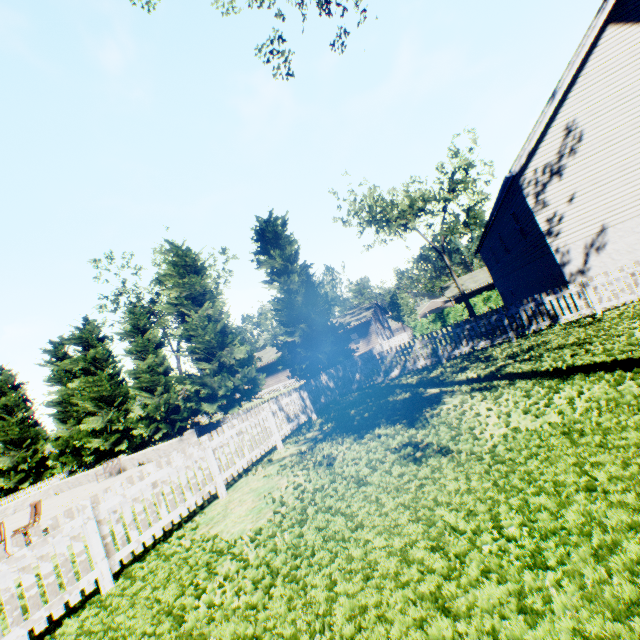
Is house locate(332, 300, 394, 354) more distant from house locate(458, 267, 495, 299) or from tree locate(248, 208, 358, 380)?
house locate(458, 267, 495, 299)

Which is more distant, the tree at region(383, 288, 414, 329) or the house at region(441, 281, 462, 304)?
the tree at region(383, 288, 414, 329)

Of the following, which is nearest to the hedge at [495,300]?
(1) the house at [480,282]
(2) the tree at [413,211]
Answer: (2) the tree at [413,211]

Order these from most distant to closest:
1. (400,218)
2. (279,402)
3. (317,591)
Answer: (400,218) < (279,402) < (317,591)

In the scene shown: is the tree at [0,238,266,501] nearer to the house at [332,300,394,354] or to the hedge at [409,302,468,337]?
the house at [332,300,394,354]

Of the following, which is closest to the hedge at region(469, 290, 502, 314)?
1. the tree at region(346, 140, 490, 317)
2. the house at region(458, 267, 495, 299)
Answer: the tree at region(346, 140, 490, 317)

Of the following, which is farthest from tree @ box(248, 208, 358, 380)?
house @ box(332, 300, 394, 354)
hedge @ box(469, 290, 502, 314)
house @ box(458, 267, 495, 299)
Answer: house @ box(458, 267, 495, 299)

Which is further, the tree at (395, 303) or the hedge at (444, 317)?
the tree at (395, 303)
